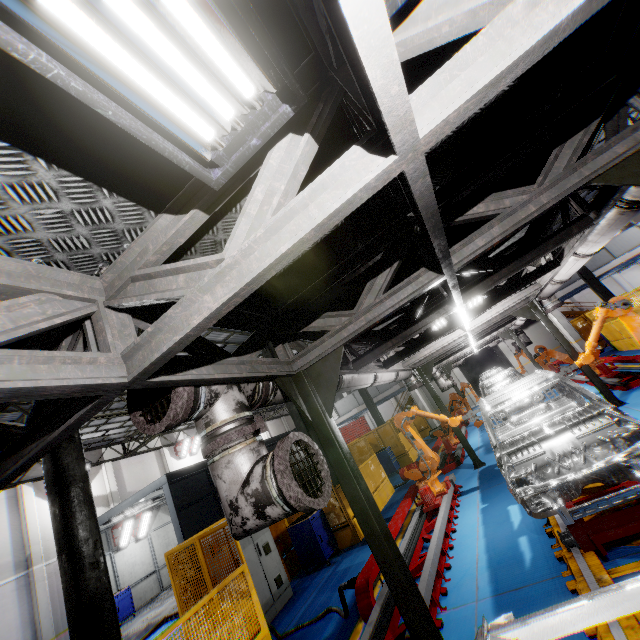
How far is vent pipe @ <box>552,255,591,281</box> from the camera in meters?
5.8

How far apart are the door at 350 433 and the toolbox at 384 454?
21.11m

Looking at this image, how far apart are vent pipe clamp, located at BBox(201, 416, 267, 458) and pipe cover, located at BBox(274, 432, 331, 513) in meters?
0.3

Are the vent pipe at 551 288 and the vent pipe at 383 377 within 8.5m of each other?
yes

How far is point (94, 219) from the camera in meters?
1.8

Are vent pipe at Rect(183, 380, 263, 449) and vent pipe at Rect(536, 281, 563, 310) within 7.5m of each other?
yes

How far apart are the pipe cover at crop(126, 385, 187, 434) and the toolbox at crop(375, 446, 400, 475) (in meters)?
14.88

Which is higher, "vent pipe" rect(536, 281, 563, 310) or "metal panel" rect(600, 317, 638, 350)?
"vent pipe" rect(536, 281, 563, 310)
